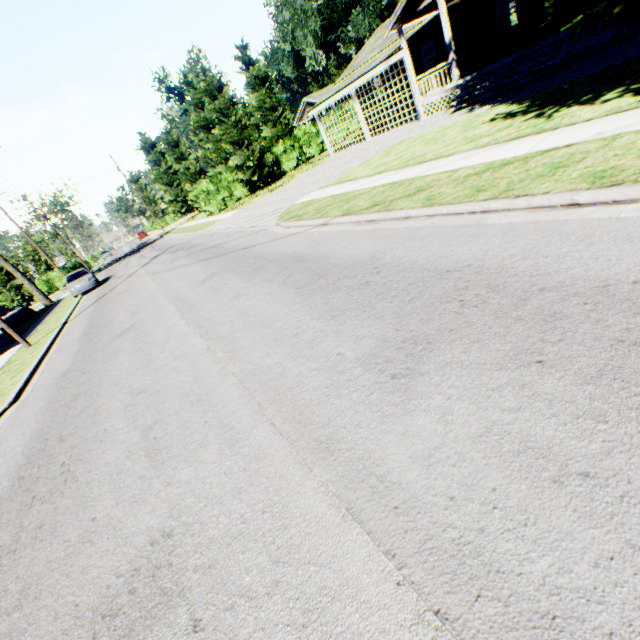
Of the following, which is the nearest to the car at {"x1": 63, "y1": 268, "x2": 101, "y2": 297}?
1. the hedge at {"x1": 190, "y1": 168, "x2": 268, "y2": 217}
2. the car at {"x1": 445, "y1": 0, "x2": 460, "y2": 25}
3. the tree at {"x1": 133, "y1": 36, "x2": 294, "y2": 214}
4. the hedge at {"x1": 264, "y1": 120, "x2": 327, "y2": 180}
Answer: the hedge at {"x1": 190, "y1": 168, "x2": 268, "y2": 217}

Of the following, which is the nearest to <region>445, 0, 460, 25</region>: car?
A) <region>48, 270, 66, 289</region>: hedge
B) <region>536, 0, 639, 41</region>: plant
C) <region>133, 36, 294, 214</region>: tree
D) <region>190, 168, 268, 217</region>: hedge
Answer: <region>536, 0, 639, 41</region>: plant

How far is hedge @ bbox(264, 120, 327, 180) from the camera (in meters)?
32.25

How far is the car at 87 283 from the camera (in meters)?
22.64

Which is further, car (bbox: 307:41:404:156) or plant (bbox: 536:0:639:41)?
car (bbox: 307:41:404:156)

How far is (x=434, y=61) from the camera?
30.05m

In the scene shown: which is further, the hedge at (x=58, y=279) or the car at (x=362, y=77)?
the hedge at (x=58, y=279)

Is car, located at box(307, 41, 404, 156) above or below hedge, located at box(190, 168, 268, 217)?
above
